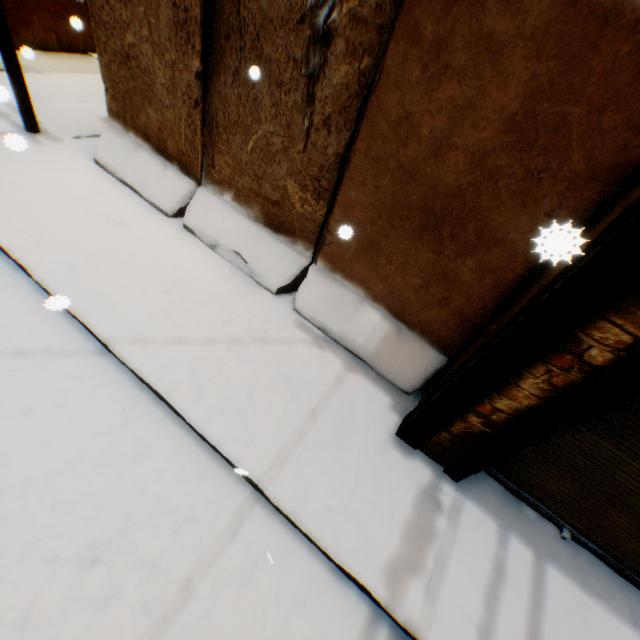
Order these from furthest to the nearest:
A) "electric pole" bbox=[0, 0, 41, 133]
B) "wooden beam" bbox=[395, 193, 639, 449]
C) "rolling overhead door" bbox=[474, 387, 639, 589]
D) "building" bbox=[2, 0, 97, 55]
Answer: "building" bbox=[2, 0, 97, 55]
"electric pole" bbox=[0, 0, 41, 133]
"rolling overhead door" bbox=[474, 387, 639, 589]
"wooden beam" bbox=[395, 193, 639, 449]

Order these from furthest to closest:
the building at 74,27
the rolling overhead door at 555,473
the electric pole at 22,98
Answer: the building at 74,27, the electric pole at 22,98, the rolling overhead door at 555,473

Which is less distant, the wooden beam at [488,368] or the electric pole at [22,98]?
the wooden beam at [488,368]

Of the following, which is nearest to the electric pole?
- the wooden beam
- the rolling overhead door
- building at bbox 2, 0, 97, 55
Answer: building at bbox 2, 0, 97, 55

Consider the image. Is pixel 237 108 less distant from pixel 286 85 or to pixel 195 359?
pixel 286 85

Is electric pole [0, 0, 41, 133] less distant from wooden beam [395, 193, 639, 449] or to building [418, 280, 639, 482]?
building [418, 280, 639, 482]

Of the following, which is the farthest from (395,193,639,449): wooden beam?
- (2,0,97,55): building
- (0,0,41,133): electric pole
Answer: (0,0,41,133): electric pole

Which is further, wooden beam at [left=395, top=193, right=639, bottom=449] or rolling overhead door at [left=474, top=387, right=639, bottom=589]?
rolling overhead door at [left=474, top=387, right=639, bottom=589]
